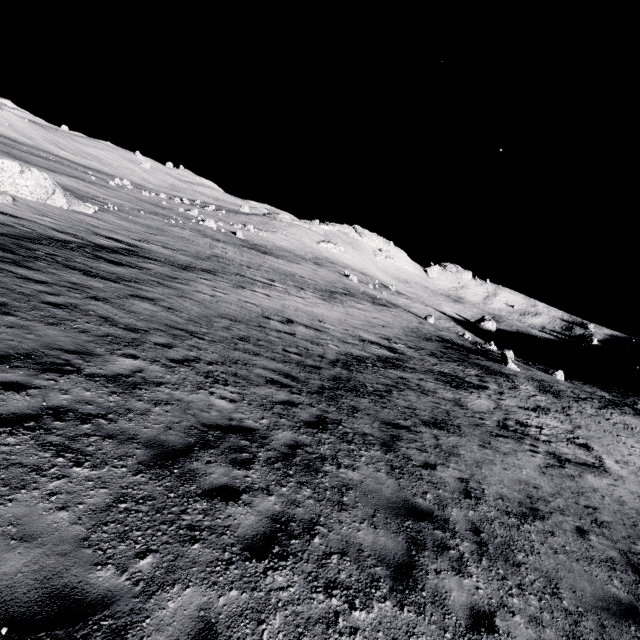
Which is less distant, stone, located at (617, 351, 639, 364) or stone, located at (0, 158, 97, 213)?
stone, located at (0, 158, 97, 213)

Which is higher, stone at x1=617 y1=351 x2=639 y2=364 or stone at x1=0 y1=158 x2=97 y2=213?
stone at x1=617 y1=351 x2=639 y2=364

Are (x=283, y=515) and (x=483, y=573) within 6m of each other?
yes

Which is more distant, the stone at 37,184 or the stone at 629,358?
the stone at 629,358

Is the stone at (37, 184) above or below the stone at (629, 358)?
below
